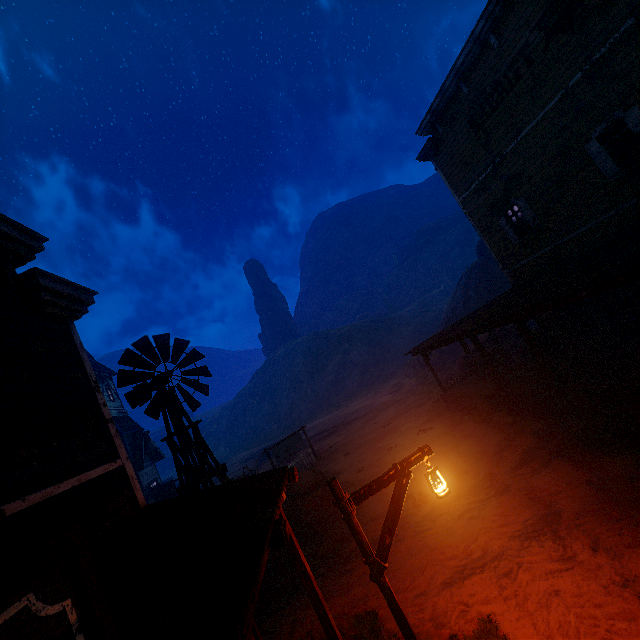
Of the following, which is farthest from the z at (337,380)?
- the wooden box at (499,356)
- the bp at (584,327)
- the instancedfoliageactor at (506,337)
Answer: the bp at (584,327)

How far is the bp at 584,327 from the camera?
13.2m

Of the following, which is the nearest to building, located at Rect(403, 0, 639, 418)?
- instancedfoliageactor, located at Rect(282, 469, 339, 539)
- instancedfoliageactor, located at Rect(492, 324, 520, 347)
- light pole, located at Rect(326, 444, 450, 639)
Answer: light pole, located at Rect(326, 444, 450, 639)

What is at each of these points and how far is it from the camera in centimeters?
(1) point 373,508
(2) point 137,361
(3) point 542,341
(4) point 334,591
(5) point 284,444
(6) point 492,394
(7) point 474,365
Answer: (1) z, 1096cm
(2) windmill, 948cm
(3) barrel, 1411cm
(4) z, 775cm
(5) sign, 2120cm
(6) building, 1347cm
(7) wooden box, 1647cm

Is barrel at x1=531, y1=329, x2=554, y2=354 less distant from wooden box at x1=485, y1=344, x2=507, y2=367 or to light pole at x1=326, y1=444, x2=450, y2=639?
wooden box at x1=485, y1=344, x2=507, y2=367

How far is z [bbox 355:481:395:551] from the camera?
9.33m

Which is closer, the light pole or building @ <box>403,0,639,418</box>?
the light pole

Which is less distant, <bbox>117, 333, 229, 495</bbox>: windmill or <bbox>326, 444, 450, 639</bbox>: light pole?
<bbox>326, 444, 450, 639</bbox>: light pole
